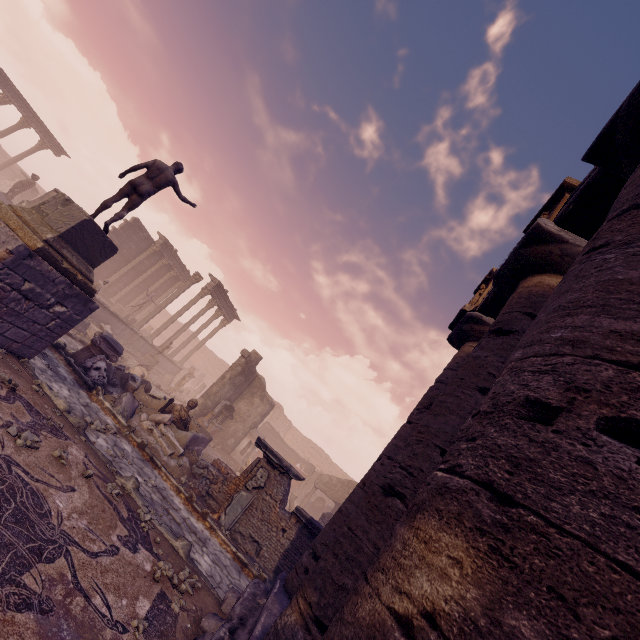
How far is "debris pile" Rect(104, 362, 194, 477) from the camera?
9.2m

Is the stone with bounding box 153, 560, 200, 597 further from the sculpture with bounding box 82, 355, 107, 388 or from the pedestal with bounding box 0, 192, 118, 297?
the sculpture with bounding box 82, 355, 107, 388

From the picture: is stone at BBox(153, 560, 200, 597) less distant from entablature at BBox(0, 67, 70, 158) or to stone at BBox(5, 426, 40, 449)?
stone at BBox(5, 426, 40, 449)

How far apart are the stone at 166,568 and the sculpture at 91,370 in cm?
689

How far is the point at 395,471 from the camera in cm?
316

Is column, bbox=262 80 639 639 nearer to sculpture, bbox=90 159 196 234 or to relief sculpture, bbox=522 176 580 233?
relief sculpture, bbox=522 176 580 233

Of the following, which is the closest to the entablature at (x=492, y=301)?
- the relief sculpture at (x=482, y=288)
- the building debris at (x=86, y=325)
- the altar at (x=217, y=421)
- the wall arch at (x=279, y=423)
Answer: the relief sculpture at (x=482, y=288)

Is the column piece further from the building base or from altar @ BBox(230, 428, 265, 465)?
altar @ BBox(230, 428, 265, 465)
